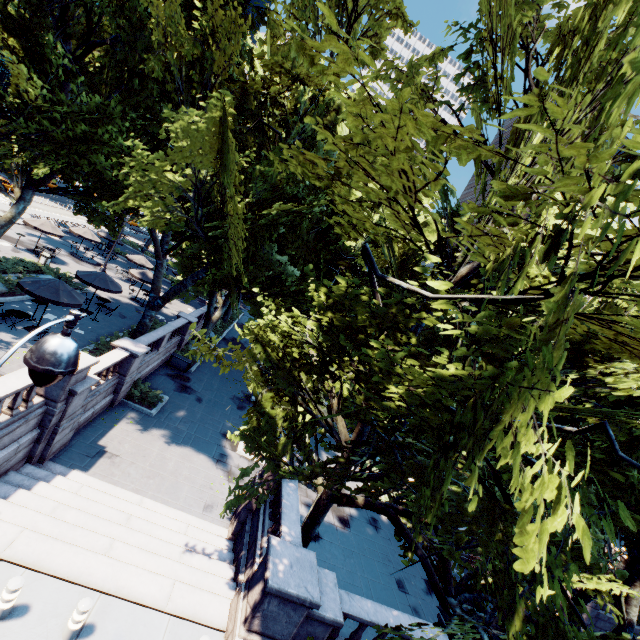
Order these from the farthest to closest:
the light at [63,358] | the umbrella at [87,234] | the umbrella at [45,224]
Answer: the umbrella at [87,234], the umbrella at [45,224], the light at [63,358]

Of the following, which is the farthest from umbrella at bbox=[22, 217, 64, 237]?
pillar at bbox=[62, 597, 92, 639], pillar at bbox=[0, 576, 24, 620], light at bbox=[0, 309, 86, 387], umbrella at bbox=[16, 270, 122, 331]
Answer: pillar at bbox=[62, 597, 92, 639]

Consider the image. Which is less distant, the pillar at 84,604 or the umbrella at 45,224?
the pillar at 84,604

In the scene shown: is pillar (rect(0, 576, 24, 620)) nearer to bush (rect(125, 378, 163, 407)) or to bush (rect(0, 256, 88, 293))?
bush (rect(125, 378, 163, 407))

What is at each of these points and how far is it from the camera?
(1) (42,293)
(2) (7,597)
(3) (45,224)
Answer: (1) umbrella, 15.3 meters
(2) pillar, 6.3 meters
(3) umbrella, 26.2 meters

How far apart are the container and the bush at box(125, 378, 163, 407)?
4.7m

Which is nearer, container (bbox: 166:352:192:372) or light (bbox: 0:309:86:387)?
light (bbox: 0:309:86:387)

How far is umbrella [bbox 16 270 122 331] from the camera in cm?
1526
